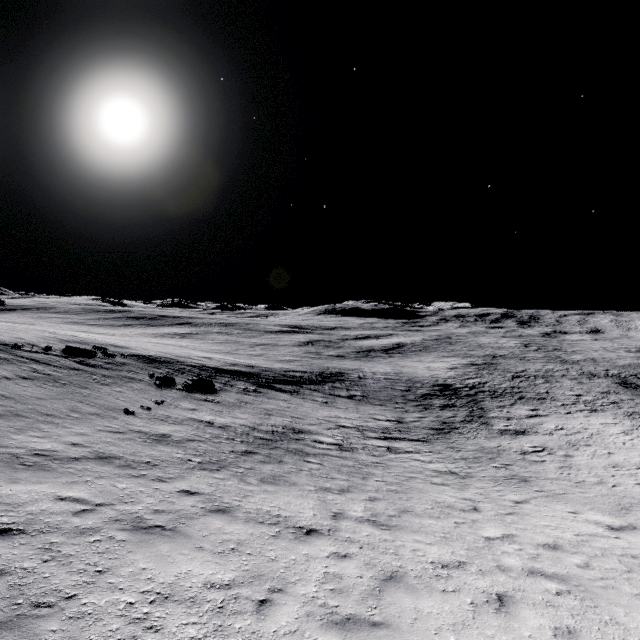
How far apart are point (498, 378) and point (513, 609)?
42.6m
